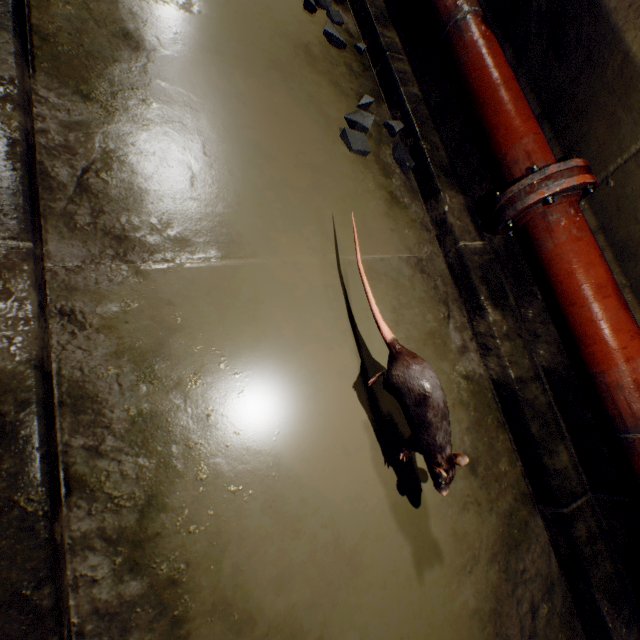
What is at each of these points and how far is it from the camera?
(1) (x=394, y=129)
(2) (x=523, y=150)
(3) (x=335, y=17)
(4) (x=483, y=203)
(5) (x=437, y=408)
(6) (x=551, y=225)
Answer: (1) rock, 1.8m
(2) pipe, 1.4m
(3) rock, 1.9m
(4) walkway, 1.7m
(5) rat, 1.0m
(6) pipe, 1.3m

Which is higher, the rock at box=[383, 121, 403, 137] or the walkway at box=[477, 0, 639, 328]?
the walkway at box=[477, 0, 639, 328]

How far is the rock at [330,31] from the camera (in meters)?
1.84

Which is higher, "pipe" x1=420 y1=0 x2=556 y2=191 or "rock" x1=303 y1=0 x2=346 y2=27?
"pipe" x1=420 y1=0 x2=556 y2=191

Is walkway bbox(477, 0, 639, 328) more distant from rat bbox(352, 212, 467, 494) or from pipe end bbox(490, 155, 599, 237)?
rat bbox(352, 212, 467, 494)

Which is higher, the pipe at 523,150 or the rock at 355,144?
the pipe at 523,150

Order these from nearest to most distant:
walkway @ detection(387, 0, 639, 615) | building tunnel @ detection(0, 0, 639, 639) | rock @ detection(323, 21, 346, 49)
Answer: building tunnel @ detection(0, 0, 639, 639), walkway @ detection(387, 0, 639, 615), rock @ detection(323, 21, 346, 49)

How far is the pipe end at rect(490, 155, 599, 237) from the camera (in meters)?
1.26
